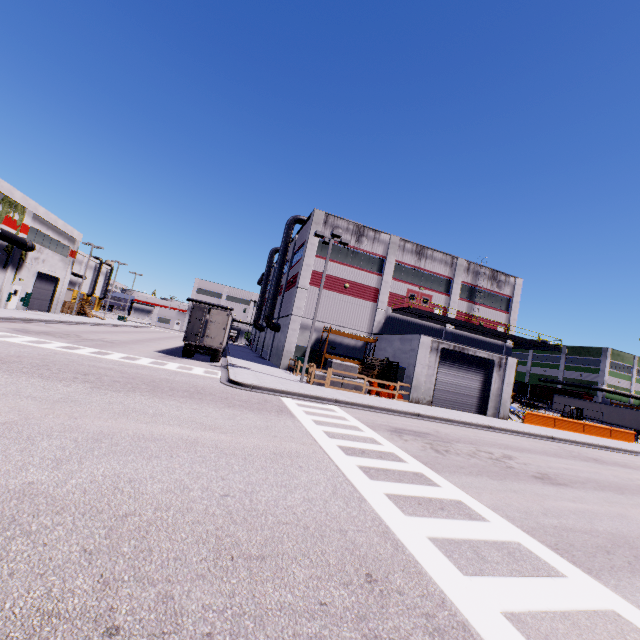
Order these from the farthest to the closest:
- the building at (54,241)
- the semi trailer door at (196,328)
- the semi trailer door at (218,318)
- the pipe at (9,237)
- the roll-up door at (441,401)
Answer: the building at (54,241) → the pipe at (9,237) → the roll-up door at (441,401) → the semi trailer door at (218,318) → the semi trailer door at (196,328)

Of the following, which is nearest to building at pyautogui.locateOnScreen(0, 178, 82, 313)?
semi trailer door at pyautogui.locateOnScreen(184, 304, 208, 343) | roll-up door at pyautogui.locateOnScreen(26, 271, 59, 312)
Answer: roll-up door at pyautogui.locateOnScreen(26, 271, 59, 312)

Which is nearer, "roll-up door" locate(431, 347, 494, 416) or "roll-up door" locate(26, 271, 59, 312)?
"roll-up door" locate(431, 347, 494, 416)

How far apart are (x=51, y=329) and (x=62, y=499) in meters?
25.2

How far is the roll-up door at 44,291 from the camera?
36.5m

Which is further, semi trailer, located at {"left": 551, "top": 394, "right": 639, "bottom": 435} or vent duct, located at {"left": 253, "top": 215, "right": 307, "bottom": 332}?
semi trailer, located at {"left": 551, "top": 394, "right": 639, "bottom": 435}

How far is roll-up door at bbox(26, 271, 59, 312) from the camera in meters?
36.5 m

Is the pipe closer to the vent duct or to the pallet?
the vent duct
